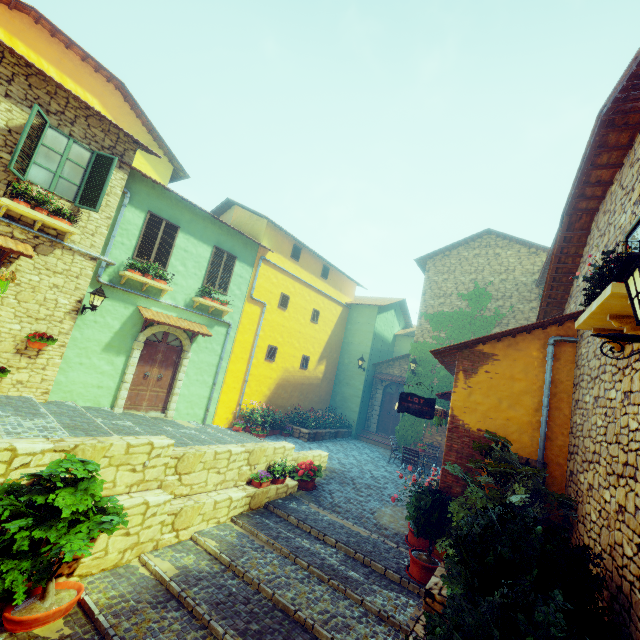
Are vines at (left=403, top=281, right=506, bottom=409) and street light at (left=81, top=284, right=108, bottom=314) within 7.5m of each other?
no

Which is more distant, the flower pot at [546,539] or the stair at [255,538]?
the stair at [255,538]

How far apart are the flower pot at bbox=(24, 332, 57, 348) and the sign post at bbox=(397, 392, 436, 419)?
9.12m

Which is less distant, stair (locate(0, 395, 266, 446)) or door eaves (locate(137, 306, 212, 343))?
stair (locate(0, 395, 266, 446))

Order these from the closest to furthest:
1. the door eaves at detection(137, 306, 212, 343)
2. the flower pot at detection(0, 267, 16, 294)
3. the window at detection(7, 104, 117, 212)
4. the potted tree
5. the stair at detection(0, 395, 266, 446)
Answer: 1. the potted tree
2. the stair at detection(0, 395, 266, 446)
3. the flower pot at detection(0, 267, 16, 294)
4. the window at detection(7, 104, 117, 212)
5. the door eaves at detection(137, 306, 212, 343)

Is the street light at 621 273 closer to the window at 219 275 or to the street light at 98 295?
the street light at 98 295

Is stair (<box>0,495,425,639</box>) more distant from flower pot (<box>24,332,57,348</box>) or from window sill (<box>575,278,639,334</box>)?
flower pot (<box>24,332,57,348</box>)

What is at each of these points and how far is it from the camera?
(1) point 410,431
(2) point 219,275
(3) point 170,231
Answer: (1) vines, 14.8m
(2) window, 12.5m
(3) window, 10.9m
